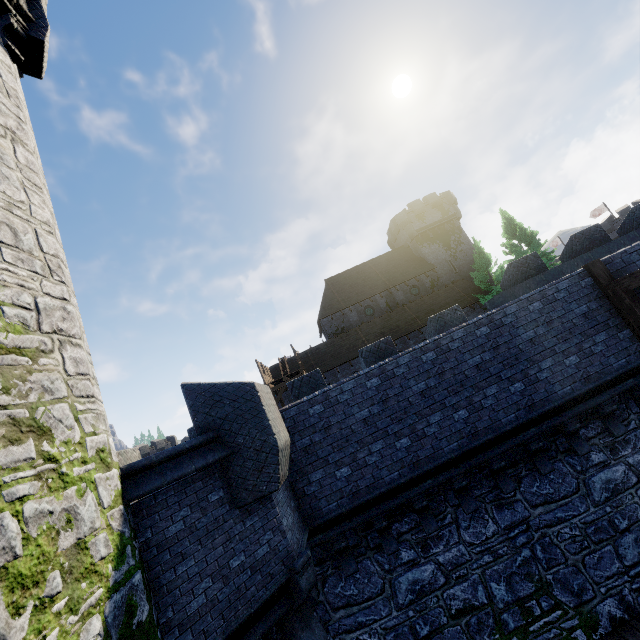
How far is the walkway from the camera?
25.6m

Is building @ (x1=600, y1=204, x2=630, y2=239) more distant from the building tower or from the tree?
the building tower

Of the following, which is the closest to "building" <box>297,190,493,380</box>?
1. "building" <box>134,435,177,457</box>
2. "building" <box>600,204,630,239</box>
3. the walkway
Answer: the walkway

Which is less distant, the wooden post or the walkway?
the wooden post

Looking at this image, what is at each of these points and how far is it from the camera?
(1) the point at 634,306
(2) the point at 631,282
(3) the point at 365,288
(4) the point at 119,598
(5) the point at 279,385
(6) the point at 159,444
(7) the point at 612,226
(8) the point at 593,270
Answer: (1) wooden support, 7.46m
(2) wooden beam, 7.30m
(3) building, 38.66m
(4) building tower, 3.40m
(5) walkway, 25.78m
(6) building, 50.00m
(7) building, 44.69m
(8) wooden post, 8.03m

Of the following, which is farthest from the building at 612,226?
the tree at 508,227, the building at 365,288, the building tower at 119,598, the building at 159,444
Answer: the building at 159,444

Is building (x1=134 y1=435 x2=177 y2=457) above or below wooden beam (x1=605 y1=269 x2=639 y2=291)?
above

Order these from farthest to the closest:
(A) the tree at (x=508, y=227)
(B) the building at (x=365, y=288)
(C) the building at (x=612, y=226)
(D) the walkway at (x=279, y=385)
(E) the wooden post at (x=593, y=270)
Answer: (C) the building at (x=612, y=226), (B) the building at (x=365, y=288), (A) the tree at (x=508, y=227), (D) the walkway at (x=279, y=385), (E) the wooden post at (x=593, y=270)
